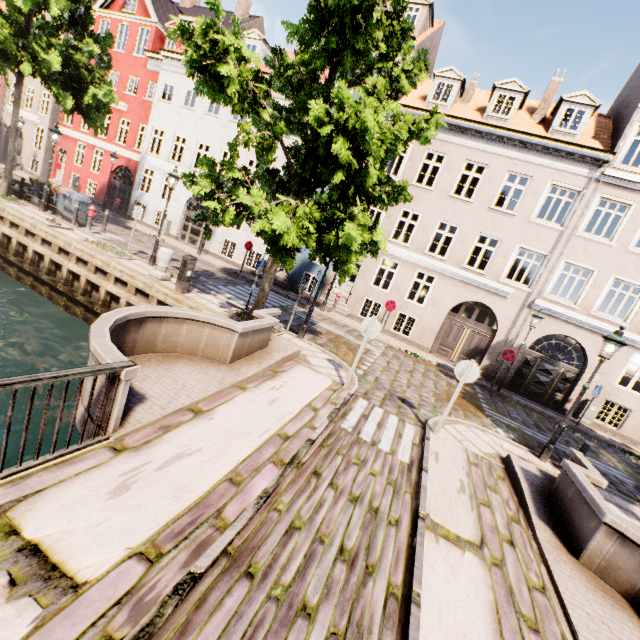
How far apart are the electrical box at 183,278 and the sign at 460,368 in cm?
840

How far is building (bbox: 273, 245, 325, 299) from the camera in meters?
18.8

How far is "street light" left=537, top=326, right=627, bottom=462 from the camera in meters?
7.7 m

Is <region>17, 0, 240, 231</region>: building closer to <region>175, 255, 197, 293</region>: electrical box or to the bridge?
the bridge

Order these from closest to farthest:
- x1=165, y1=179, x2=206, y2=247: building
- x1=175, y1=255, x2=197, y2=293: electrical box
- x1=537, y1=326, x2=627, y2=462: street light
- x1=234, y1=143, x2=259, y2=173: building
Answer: x1=537, y1=326, x2=627, y2=462: street light < x1=175, y1=255, x2=197, y2=293: electrical box < x1=234, y1=143, x2=259, y2=173: building < x1=165, y1=179, x2=206, y2=247: building

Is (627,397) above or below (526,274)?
below

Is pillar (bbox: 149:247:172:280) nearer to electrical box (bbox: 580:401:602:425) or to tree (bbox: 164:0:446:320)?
tree (bbox: 164:0:446:320)

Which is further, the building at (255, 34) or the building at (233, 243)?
the building at (233, 243)
